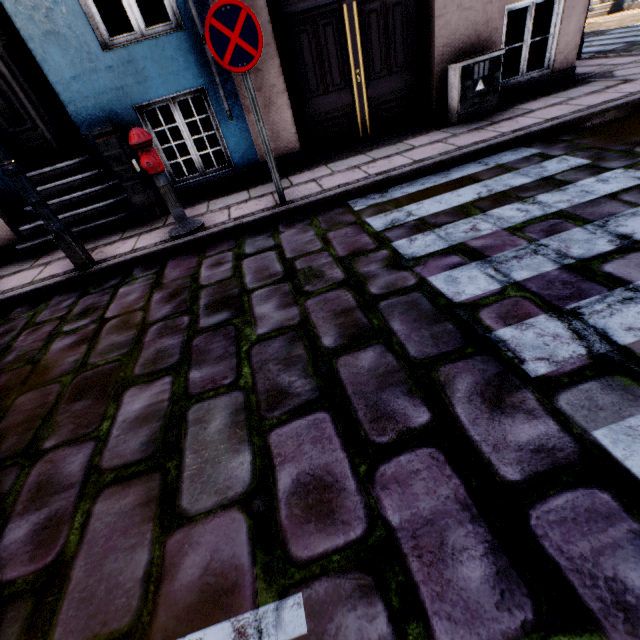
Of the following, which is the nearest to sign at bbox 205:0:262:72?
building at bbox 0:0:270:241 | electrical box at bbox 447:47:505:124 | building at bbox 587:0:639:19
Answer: building at bbox 0:0:270:241

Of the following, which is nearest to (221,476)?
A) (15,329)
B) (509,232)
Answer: (509,232)

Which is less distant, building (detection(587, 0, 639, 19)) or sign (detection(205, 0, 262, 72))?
sign (detection(205, 0, 262, 72))

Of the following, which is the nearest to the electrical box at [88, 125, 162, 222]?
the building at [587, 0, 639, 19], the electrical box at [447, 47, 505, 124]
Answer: the electrical box at [447, 47, 505, 124]

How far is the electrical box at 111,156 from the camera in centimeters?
431cm

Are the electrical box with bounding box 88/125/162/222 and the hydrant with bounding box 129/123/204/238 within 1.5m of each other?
yes

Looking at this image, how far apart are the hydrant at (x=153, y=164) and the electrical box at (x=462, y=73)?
4.52m

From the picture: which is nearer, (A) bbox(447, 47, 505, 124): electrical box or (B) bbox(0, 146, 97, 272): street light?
(B) bbox(0, 146, 97, 272): street light
